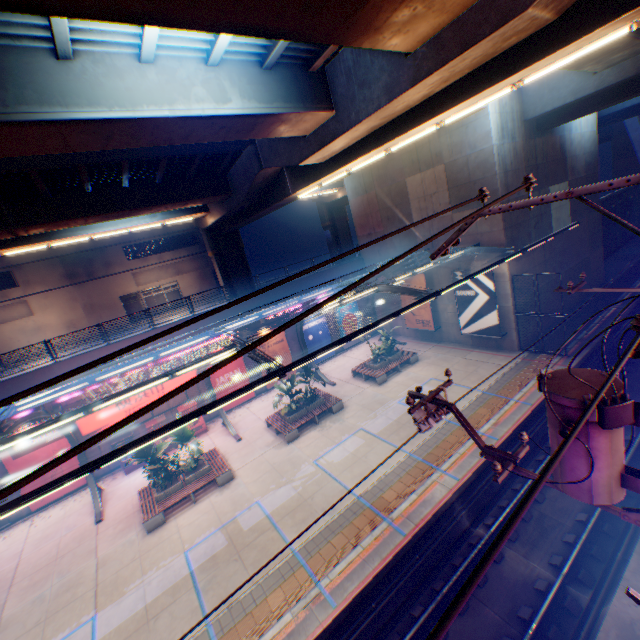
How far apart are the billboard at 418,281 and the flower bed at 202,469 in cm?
1700

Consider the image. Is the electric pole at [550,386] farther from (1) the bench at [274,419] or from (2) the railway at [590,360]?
(1) the bench at [274,419]

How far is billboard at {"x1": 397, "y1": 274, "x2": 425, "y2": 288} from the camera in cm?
2272

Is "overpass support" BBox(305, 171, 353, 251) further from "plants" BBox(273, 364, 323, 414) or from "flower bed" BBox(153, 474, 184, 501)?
"flower bed" BBox(153, 474, 184, 501)

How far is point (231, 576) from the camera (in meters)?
10.65

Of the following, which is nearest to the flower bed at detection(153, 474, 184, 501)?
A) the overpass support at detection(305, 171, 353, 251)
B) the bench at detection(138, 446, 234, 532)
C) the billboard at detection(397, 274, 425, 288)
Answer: the bench at detection(138, 446, 234, 532)

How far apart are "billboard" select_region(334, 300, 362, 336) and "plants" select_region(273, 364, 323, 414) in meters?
8.5

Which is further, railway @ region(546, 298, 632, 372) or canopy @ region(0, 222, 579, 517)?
railway @ region(546, 298, 632, 372)
